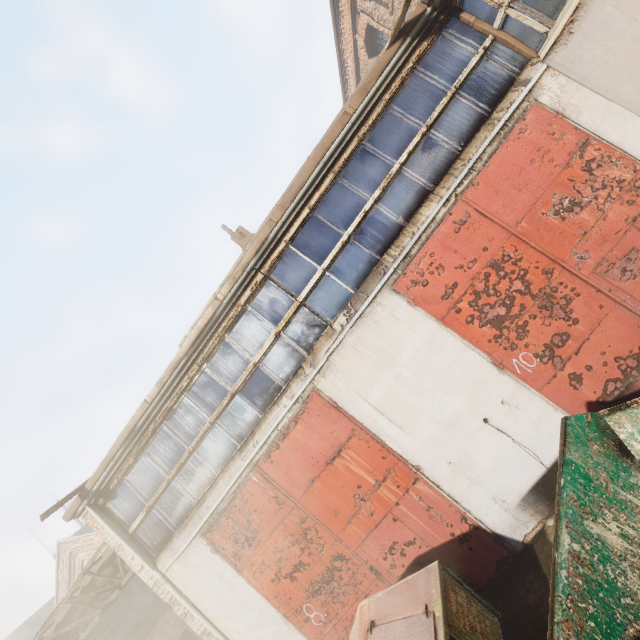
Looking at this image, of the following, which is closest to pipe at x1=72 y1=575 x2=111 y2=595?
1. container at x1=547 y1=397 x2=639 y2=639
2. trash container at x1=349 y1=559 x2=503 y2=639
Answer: trash container at x1=349 y1=559 x2=503 y2=639

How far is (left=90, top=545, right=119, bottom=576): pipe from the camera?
7.88m

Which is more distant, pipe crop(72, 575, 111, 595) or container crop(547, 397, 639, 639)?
pipe crop(72, 575, 111, 595)

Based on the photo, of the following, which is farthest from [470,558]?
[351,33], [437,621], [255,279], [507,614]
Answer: [351,33]

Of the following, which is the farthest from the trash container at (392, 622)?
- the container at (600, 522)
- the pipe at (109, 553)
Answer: the pipe at (109, 553)

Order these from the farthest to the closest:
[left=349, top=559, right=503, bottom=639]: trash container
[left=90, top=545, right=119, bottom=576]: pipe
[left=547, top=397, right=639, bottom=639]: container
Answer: [left=90, top=545, right=119, bottom=576]: pipe, [left=349, top=559, right=503, bottom=639]: trash container, [left=547, top=397, right=639, bottom=639]: container

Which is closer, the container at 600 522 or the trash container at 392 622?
the container at 600 522
